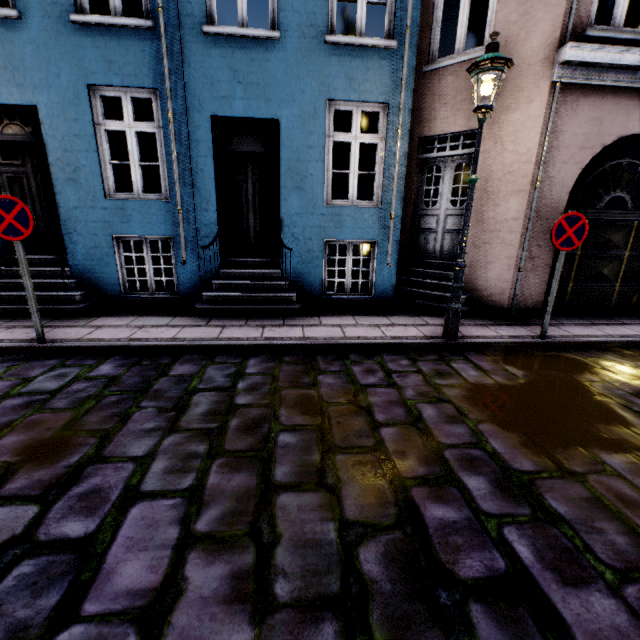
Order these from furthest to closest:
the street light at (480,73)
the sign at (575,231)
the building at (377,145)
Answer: the building at (377,145)
the sign at (575,231)
the street light at (480,73)

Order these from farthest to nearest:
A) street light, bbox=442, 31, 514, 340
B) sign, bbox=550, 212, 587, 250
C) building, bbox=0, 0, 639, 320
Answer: building, bbox=0, 0, 639, 320 → sign, bbox=550, 212, 587, 250 → street light, bbox=442, 31, 514, 340

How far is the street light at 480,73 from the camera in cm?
389

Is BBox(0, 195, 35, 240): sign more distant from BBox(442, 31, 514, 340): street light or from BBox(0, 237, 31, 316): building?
BBox(442, 31, 514, 340): street light

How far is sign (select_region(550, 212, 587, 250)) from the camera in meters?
4.6

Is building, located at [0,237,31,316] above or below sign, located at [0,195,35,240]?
below

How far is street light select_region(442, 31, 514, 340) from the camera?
3.9m

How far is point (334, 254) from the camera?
12.9 meters
